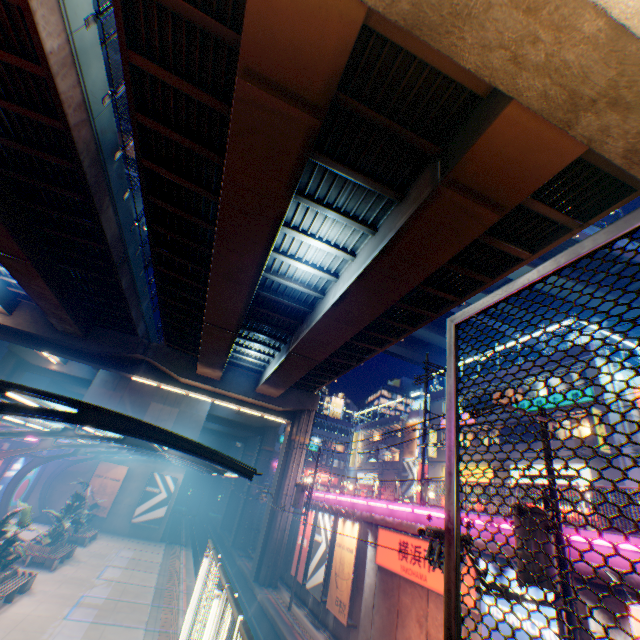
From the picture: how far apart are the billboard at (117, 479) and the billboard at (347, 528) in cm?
2296

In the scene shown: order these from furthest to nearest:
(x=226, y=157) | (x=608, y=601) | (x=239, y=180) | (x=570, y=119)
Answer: (x=239, y=180)
(x=226, y=157)
(x=608, y=601)
(x=570, y=119)

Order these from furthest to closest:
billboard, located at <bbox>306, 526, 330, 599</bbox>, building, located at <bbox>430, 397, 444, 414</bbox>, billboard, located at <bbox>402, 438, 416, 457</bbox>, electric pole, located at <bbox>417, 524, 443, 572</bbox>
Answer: billboard, located at <bbox>402, 438, 416, 457</bbox>, building, located at <bbox>430, 397, 444, 414</bbox>, billboard, located at <bbox>306, 526, 330, 599</bbox>, electric pole, located at <bbox>417, 524, 443, 572</bbox>

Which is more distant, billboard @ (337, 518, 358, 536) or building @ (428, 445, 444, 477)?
building @ (428, 445, 444, 477)

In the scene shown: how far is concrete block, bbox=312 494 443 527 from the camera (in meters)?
14.27

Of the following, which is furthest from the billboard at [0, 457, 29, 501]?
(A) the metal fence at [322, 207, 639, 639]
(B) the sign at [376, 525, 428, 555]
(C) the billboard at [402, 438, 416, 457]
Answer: (C) the billboard at [402, 438, 416, 457]

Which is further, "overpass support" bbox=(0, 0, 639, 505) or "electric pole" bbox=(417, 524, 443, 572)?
"electric pole" bbox=(417, 524, 443, 572)

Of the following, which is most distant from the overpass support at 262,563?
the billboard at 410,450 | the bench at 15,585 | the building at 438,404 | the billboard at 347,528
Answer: the bench at 15,585
